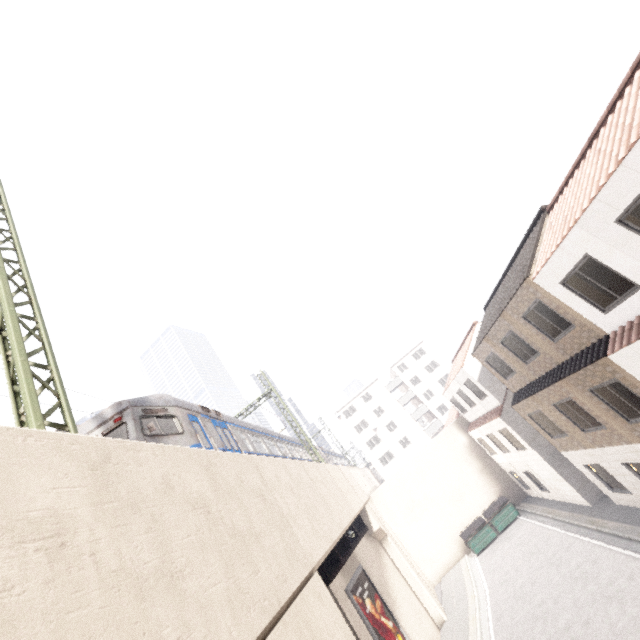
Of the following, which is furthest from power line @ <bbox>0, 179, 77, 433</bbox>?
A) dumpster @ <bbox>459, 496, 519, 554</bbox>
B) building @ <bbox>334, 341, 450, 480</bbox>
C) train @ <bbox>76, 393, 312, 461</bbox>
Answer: dumpster @ <bbox>459, 496, 519, 554</bbox>

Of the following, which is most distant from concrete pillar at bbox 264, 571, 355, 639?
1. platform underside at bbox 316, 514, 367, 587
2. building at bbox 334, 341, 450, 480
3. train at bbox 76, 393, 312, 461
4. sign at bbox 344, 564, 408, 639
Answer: building at bbox 334, 341, 450, 480

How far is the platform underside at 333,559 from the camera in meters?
12.9 m

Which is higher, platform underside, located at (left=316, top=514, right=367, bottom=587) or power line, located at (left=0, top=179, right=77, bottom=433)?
power line, located at (left=0, top=179, right=77, bottom=433)

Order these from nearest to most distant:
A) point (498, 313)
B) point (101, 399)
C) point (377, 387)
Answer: point (101, 399) < point (498, 313) < point (377, 387)

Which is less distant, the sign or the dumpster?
the sign

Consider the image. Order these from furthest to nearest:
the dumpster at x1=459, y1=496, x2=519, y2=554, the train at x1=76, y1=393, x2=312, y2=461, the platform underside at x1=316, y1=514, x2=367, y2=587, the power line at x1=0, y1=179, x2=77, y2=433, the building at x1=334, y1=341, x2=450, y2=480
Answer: the building at x1=334, y1=341, x2=450, y2=480 < the dumpster at x1=459, y1=496, x2=519, y2=554 < the platform underside at x1=316, y1=514, x2=367, y2=587 < the train at x1=76, y1=393, x2=312, y2=461 < the power line at x1=0, y1=179, x2=77, y2=433

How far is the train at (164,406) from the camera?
7.98m
